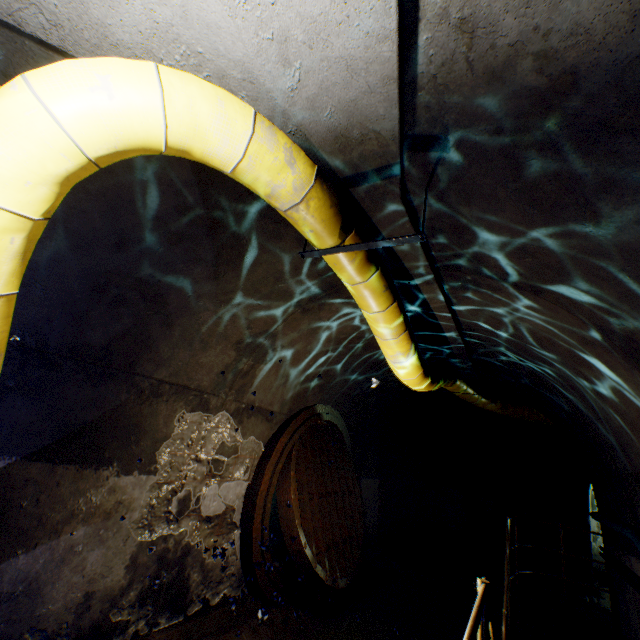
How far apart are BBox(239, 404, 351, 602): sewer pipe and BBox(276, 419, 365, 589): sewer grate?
0.0m

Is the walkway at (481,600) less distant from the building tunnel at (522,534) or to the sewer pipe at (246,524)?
the building tunnel at (522,534)

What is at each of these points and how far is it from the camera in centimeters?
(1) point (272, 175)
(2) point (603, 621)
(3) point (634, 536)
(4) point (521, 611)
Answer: (1) large conduit, 200cm
(2) walkway, 542cm
(3) cable, 340cm
(4) stairs, 543cm

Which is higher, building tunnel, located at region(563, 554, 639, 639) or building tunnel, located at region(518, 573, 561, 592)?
building tunnel, located at region(563, 554, 639, 639)

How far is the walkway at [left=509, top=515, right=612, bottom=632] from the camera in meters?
5.5 m

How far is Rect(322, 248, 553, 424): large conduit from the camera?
2.8 meters

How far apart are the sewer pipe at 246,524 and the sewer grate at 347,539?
0.0m

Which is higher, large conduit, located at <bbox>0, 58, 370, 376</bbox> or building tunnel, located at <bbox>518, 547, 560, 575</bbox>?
large conduit, located at <bbox>0, 58, 370, 376</bbox>
